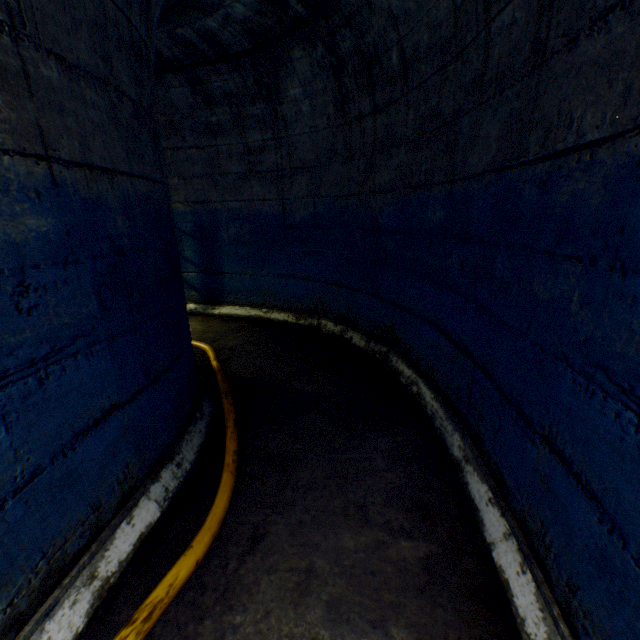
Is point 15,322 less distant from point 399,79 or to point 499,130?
point 499,130
